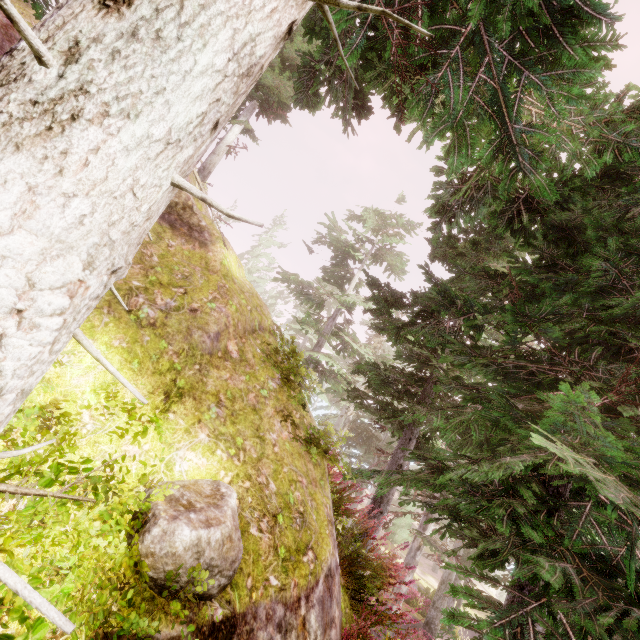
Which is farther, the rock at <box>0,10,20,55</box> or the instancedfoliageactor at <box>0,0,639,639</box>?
the rock at <box>0,10,20,55</box>

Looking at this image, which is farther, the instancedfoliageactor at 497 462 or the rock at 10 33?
the rock at 10 33

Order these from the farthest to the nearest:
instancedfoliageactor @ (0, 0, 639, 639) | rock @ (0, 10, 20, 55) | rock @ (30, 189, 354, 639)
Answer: rock @ (0, 10, 20, 55) < rock @ (30, 189, 354, 639) < instancedfoliageactor @ (0, 0, 639, 639)

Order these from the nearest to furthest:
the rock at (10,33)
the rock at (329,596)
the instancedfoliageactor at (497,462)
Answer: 1. the instancedfoliageactor at (497,462)
2. the rock at (329,596)
3. the rock at (10,33)

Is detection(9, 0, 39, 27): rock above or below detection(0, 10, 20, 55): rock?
above

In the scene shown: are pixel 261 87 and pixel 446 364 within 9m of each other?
no
